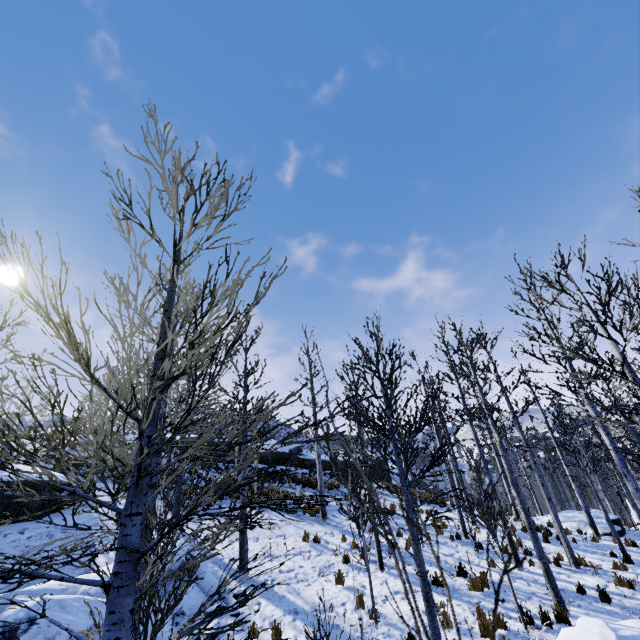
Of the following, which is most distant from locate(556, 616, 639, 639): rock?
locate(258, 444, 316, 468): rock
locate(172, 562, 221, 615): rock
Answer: locate(258, 444, 316, 468): rock

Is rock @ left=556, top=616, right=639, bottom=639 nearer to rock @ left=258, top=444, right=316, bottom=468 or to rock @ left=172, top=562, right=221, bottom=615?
rock @ left=172, top=562, right=221, bottom=615

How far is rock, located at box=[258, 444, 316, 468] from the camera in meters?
A: 25.3

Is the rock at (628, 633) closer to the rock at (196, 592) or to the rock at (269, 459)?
the rock at (196, 592)

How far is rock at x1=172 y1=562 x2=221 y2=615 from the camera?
8.09m

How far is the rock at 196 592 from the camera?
8.09m

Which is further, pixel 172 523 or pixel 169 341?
pixel 169 341

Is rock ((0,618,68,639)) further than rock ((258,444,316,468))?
No
